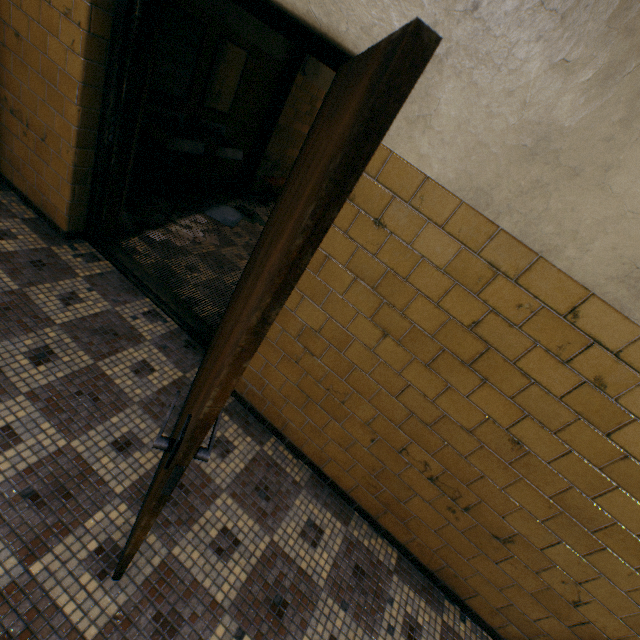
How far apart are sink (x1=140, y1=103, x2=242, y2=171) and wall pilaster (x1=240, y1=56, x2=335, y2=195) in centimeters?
161cm

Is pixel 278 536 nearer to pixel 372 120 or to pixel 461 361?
pixel 461 361

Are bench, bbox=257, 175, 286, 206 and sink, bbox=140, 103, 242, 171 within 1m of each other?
no

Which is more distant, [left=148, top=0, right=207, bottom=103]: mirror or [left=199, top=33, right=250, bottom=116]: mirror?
[left=199, top=33, right=250, bottom=116]: mirror

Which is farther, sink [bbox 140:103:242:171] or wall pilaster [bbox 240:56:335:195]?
wall pilaster [bbox 240:56:335:195]

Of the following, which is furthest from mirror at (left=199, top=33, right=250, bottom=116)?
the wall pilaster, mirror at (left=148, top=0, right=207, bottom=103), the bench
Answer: the bench

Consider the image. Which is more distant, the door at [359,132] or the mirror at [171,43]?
the mirror at [171,43]

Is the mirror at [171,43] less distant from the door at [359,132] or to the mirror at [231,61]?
the mirror at [231,61]
